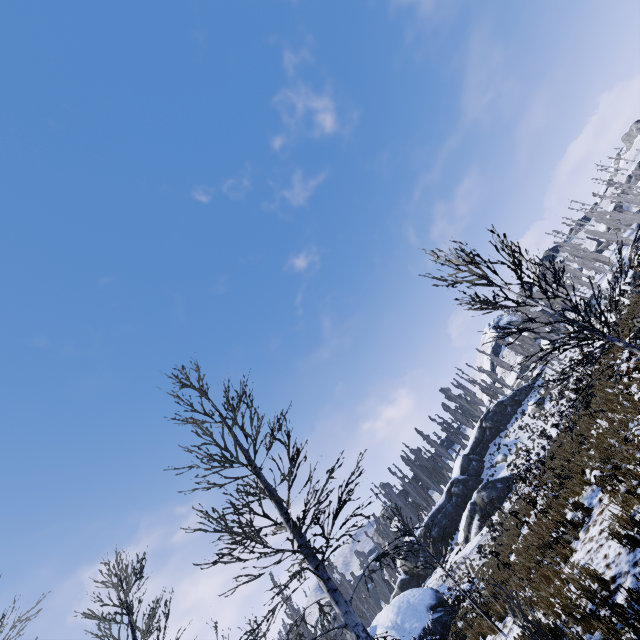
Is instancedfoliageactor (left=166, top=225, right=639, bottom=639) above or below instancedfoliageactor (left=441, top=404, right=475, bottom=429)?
below

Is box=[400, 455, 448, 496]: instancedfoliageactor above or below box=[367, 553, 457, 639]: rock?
above

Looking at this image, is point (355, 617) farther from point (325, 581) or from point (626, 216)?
point (626, 216)

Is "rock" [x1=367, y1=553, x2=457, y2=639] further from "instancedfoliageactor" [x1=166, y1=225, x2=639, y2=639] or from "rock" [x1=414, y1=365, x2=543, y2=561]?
"instancedfoliageactor" [x1=166, y1=225, x2=639, y2=639]

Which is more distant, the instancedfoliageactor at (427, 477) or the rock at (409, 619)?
the instancedfoliageactor at (427, 477)

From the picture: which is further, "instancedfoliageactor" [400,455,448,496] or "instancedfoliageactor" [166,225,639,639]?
"instancedfoliageactor" [400,455,448,496]

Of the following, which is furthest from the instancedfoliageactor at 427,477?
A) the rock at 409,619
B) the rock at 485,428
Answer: the rock at 409,619
